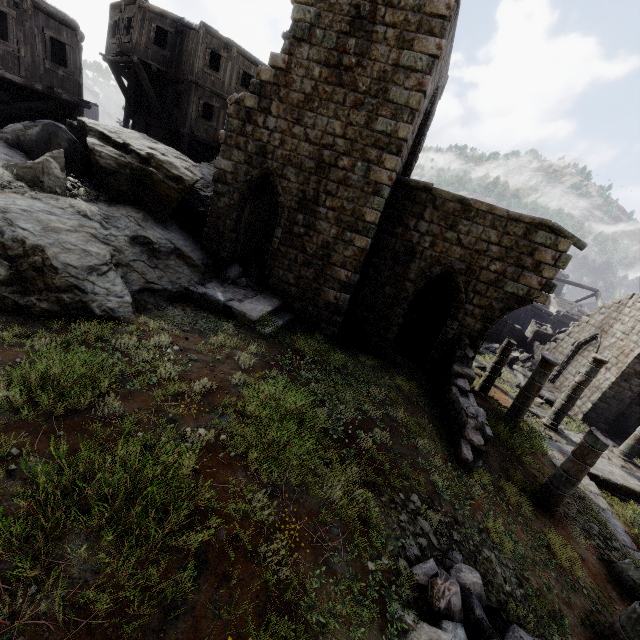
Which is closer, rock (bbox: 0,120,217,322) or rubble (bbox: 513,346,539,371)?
rock (bbox: 0,120,217,322)

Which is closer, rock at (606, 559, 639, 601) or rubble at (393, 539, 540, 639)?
rubble at (393, 539, 540, 639)

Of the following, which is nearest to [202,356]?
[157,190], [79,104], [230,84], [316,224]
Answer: [316,224]

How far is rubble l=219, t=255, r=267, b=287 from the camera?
11.8m

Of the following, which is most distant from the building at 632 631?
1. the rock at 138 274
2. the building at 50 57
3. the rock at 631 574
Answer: the rock at 138 274

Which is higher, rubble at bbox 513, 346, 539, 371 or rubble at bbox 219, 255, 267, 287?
rubble at bbox 219, 255, 267, 287

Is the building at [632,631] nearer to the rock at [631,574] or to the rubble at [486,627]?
the rubble at [486,627]

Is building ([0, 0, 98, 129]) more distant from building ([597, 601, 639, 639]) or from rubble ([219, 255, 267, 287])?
building ([597, 601, 639, 639])
